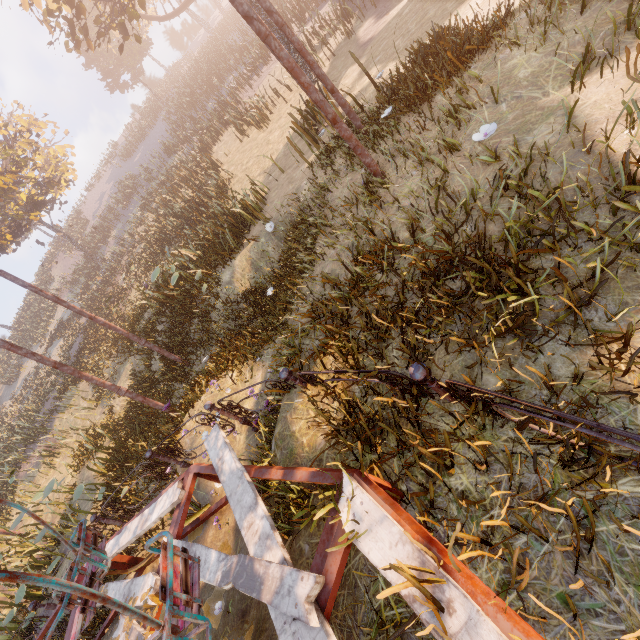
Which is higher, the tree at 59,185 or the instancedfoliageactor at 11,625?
the tree at 59,185

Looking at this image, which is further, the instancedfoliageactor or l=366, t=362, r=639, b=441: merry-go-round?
the instancedfoliageactor

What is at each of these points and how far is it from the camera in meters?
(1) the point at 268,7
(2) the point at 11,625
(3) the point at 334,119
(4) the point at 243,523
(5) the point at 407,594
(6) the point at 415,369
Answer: (1) metal pole, 5.4 m
(2) instancedfoliageactor, 8.1 m
(3) metal pole, 4.7 m
(4) merry-go-round, 3.2 m
(5) merry-go-round, 1.9 m
(6) merry-go-round, 2.6 m

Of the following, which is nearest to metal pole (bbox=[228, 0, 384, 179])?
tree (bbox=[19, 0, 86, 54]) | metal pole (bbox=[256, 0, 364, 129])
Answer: metal pole (bbox=[256, 0, 364, 129])

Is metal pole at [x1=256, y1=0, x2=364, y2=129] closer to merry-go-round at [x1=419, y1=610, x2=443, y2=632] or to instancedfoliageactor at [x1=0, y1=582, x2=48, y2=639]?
merry-go-round at [x1=419, y1=610, x2=443, y2=632]

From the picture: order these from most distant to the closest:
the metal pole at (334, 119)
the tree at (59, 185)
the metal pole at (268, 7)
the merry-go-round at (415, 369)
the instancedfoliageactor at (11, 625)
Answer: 1. the tree at (59, 185)
2. the instancedfoliageactor at (11, 625)
3. the metal pole at (268, 7)
4. the metal pole at (334, 119)
5. the merry-go-round at (415, 369)

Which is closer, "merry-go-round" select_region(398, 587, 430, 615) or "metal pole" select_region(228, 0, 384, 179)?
"merry-go-round" select_region(398, 587, 430, 615)

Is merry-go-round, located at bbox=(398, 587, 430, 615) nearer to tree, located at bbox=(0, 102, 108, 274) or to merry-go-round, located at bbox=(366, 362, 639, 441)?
merry-go-round, located at bbox=(366, 362, 639, 441)
